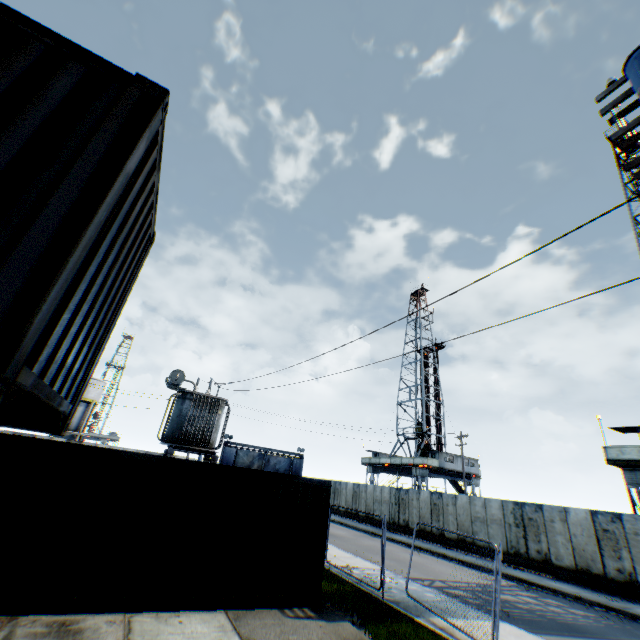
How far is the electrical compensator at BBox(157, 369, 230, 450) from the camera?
16.6m

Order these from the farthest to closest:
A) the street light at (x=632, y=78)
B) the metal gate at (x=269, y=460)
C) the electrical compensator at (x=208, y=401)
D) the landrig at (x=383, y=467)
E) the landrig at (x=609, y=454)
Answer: the metal gate at (x=269, y=460)
the landrig at (x=383, y=467)
the landrig at (x=609, y=454)
the electrical compensator at (x=208, y=401)
the street light at (x=632, y=78)

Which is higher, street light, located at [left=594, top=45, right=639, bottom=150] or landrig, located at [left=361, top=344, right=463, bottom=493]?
street light, located at [left=594, top=45, right=639, bottom=150]

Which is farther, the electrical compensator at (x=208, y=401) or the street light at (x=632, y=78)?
the electrical compensator at (x=208, y=401)

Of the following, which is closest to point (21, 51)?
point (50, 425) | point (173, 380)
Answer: point (50, 425)

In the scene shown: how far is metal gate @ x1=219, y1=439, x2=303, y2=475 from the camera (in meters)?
39.75

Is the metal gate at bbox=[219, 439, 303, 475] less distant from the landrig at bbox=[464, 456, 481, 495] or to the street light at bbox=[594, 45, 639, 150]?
the landrig at bbox=[464, 456, 481, 495]

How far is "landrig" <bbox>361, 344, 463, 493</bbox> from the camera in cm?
3853
